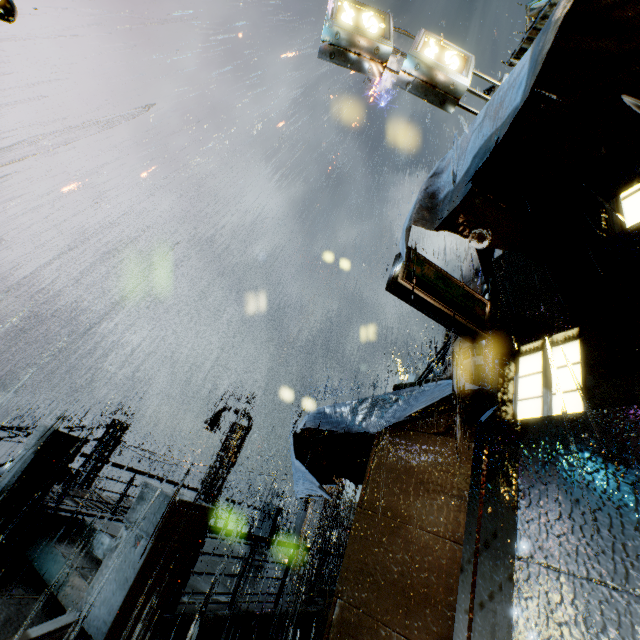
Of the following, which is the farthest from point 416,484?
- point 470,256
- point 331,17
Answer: point 470,256

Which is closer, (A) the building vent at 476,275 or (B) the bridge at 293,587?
(B) the bridge at 293,587

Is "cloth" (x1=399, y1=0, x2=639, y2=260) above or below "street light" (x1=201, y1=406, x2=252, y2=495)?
above

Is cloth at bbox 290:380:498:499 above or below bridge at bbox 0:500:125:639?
above

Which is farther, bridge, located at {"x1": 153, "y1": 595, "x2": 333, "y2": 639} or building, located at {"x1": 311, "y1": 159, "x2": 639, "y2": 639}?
bridge, located at {"x1": 153, "y1": 595, "x2": 333, "y2": 639}

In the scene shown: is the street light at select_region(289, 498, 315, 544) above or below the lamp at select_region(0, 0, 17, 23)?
below

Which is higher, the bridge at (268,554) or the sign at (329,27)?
the sign at (329,27)

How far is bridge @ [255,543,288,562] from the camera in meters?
11.3 m
